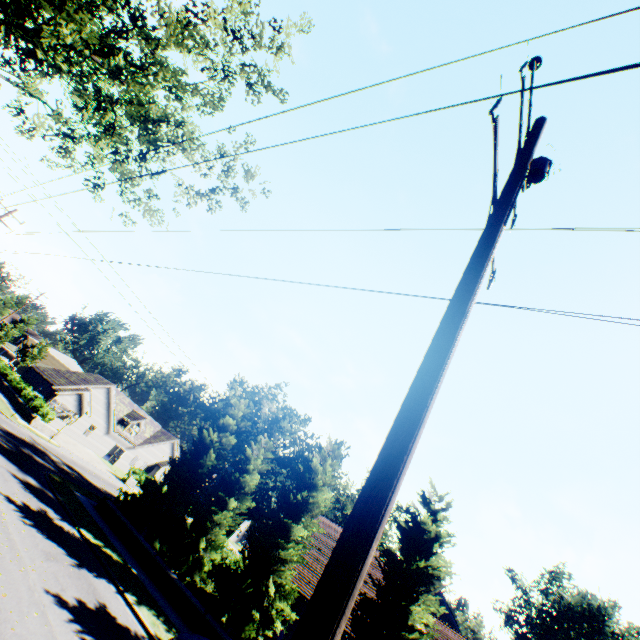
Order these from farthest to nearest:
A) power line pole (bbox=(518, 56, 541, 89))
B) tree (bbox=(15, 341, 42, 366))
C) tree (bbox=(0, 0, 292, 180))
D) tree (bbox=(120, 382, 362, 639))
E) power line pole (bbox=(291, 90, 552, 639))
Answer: tree (bbox=(15, 341, 42, 366)) → tree (bbox=(120, 382, 362, 639)) → tree (bbox=(0, 0, 292, 180)) → power line pole (bbox=(518, 56, 541, 89)) → power line pole (bbox=(291, 90, 552, 639))

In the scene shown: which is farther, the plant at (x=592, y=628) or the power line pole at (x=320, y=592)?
the plant at (x=592, y=628)

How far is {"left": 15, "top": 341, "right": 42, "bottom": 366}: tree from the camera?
57.9m

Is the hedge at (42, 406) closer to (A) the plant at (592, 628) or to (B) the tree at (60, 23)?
(B) the tree at (60, 23)

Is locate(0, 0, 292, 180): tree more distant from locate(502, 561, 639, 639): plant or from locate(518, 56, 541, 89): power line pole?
locate(518, 56, 541, 89): power line pole

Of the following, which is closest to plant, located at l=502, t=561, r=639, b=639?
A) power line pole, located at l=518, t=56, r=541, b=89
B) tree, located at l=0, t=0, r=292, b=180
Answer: tree, located at l=0, t=0, r=292, b=180

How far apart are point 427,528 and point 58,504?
18.9 meters
